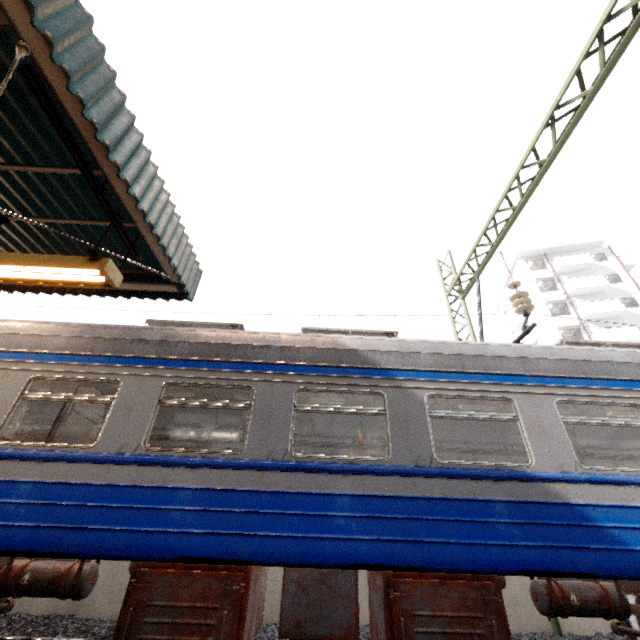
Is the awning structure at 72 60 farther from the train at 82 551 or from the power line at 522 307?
the power line at 522 307

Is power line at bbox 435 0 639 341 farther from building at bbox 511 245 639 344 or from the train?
building at bbox 511 245 639 344

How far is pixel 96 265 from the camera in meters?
4.1

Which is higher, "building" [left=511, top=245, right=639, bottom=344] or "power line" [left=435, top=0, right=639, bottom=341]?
"building" [left=511, top=245, right=639, bottom=344]

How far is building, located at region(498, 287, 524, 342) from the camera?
35.1m

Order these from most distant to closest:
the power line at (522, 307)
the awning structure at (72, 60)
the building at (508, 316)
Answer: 1. the building at (508, 316)
2. the power line at (522, 307)
3. the awning structure at (72, 60)

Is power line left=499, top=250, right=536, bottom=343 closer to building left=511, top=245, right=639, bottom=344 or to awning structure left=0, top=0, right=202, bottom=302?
awning structure left=0, top=0, right=202, bottom=302
